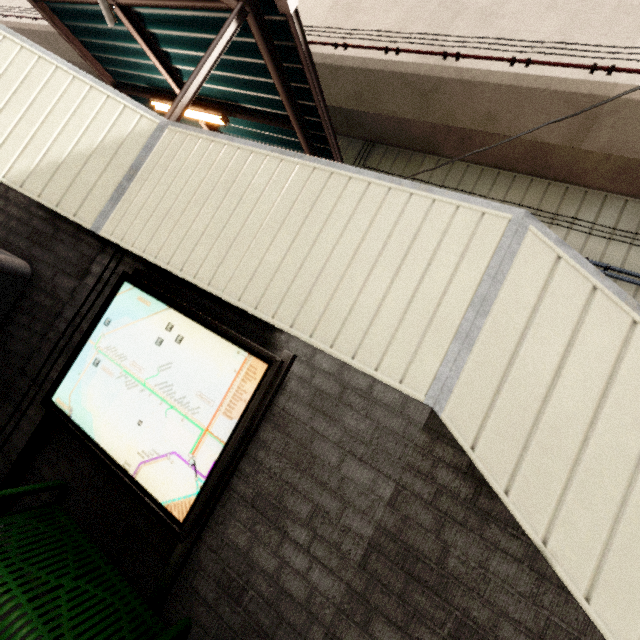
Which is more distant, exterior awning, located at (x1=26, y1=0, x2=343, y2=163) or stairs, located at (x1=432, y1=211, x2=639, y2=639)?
exterior awning, located at (x1=26, y1=0, x2=343, y2=163)

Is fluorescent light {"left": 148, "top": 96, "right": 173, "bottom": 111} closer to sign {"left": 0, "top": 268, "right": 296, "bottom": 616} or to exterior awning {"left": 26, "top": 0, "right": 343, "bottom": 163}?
exterior awning {"left": 26, "top": 0, "right": 343, "bottom": 163}

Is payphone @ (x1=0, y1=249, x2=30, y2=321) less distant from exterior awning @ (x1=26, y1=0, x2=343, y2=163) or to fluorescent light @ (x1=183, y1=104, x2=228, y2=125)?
exterior awning @ (x1=26, y1=0, x2=343, y2=163)

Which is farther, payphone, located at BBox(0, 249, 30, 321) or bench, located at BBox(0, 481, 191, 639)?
payphone, located at BBox(0, 249, 30, 321)

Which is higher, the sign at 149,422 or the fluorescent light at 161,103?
the fluorescent light at 161,103

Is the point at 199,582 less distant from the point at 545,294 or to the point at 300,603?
the point at 300,603

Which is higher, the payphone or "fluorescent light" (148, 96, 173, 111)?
"fluorescent light" (148, 96, 173, 111)

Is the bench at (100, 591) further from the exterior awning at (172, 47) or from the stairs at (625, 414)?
the exterior awning at (172, 47)
